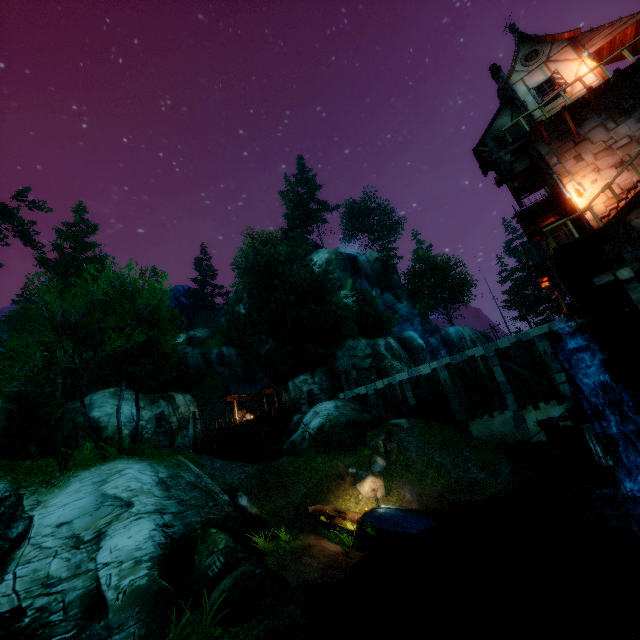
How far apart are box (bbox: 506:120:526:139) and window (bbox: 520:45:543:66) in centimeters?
305cm

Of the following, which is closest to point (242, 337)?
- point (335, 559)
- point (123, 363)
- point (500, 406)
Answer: point (123, 363)

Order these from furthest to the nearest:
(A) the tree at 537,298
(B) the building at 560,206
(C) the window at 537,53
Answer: (A) the tree at 537,298, (C) the window at 537,53, (B) the building at 560,206

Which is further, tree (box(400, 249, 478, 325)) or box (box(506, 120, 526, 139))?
tree (box(400, 249, 478, 325))

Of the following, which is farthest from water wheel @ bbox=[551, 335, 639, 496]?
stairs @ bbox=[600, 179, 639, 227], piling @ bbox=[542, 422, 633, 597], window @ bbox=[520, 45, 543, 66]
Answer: window @ bbox=[520, 45, 543, 66]

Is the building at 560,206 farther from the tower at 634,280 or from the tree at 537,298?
the tree at 537,298

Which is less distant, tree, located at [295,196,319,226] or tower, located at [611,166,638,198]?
tower, located at [611,166,638,198]

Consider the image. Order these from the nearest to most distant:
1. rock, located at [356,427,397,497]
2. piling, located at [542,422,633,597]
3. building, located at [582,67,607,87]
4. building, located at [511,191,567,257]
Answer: piling, located at [542,422,633,597] → building, located at [582,67,607,87] → building, located at [511,191,567,257] → rock, located at [356,427,397,497]
